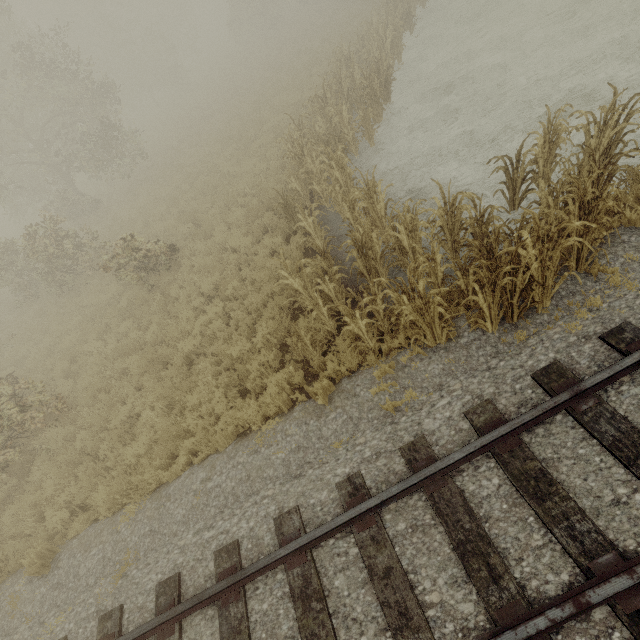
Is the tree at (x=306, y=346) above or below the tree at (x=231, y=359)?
above

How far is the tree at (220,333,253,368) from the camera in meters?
7.3 m

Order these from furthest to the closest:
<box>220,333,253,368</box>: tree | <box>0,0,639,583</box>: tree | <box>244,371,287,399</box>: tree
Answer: <box>220,333,253,368</box>: tree
<box>244,371,287,399</box>: tree
<box>0,0,639,583</box>: tree

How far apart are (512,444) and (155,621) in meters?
5.2

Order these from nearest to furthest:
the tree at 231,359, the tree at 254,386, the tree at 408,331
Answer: the tree at 408,331 → the tree at 254,386 → the tree at 231,359

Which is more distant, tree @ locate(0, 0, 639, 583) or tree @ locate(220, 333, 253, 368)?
tree @ locate(220, 333, 253, 368)
